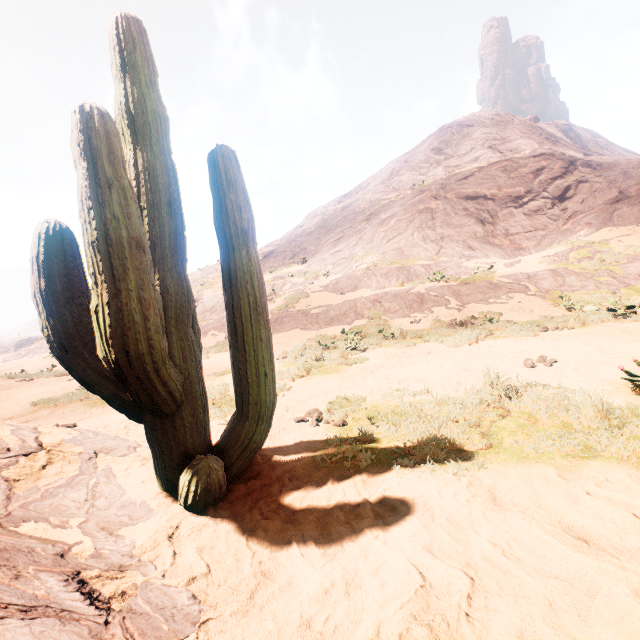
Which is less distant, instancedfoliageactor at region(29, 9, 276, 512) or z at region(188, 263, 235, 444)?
instancedfoliageactor at region(29, 9, 276, 512)

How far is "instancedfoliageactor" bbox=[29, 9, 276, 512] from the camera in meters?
2.0 m

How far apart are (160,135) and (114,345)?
1.9m

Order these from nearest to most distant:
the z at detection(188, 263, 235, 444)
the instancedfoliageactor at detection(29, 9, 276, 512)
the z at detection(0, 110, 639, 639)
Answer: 1. the z at detection(0, 110, 639, 639)
2. the instancedfoliageactor at detection(29, 9, 276, 512)
3. the z at detection(188, 263, 235, 444)

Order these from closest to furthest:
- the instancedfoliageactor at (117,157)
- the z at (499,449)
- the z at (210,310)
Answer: the z at (499,449) < the instancedfoliageactor at (117,157) < the z at (210,310)

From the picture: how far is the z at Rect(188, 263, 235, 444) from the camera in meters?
5.2 m

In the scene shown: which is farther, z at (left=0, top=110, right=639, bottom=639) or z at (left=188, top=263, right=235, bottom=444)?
z at (left=188, top=263, right=235, bottom=444)

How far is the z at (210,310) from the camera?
5.2m
